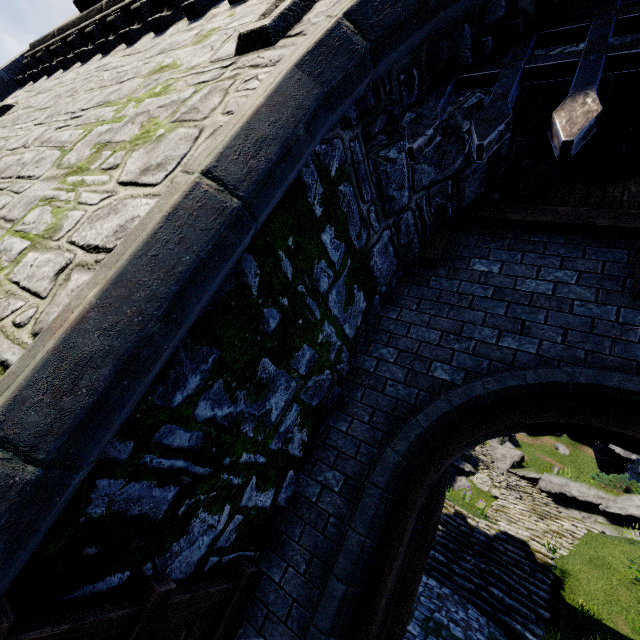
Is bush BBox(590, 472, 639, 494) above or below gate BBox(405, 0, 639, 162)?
above

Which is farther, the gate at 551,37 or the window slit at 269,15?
the window slit at 269,15

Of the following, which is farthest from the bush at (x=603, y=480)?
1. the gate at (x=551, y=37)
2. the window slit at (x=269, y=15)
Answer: the window slit at (x=269, y=15)

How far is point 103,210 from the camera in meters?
2.3 m

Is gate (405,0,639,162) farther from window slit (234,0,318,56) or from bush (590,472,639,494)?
bush (590,472,639,494)

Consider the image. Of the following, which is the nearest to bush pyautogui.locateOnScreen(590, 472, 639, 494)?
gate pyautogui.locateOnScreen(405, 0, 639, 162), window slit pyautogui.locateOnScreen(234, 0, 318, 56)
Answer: gate pyautogui.locateOnScreen(405, 0, 639, 162)

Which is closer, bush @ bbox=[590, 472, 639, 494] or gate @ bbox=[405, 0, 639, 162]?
gate @ bbox=[405, 0, 639, 162]

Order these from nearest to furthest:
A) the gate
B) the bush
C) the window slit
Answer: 1. the gate
2. the window slit
3. the bush
